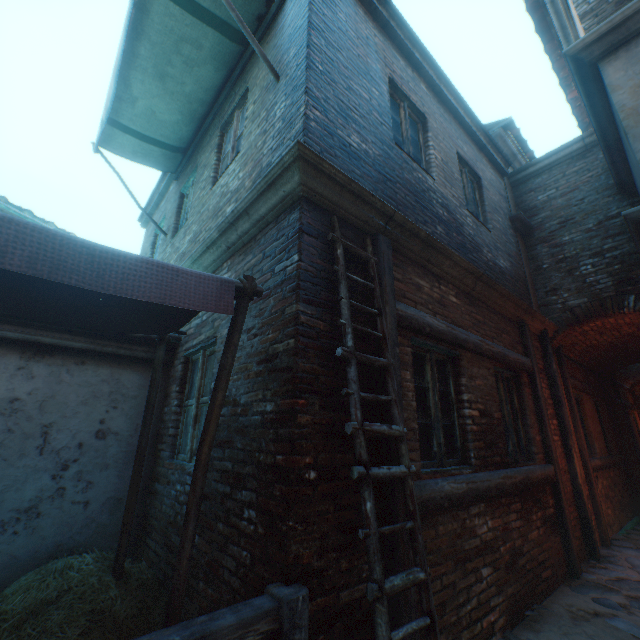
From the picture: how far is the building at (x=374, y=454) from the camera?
2.5m

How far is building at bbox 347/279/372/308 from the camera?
2.87m

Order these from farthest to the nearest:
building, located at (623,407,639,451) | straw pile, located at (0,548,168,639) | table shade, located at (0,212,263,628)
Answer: building, located at (623,407,639,451)
straw pile, located at (0,548,168,639)
table shade, located at (0,212,263,628)

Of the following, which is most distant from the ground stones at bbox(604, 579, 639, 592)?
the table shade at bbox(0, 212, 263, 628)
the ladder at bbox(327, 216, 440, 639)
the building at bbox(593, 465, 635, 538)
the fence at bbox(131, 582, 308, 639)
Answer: the table shade at bbox(0, 212, 263, 628)

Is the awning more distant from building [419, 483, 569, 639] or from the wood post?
the wood post

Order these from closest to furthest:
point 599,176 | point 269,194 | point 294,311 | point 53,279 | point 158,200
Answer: point 53,279
point 294,311
point 269,194
point 599,176
point 158,200
